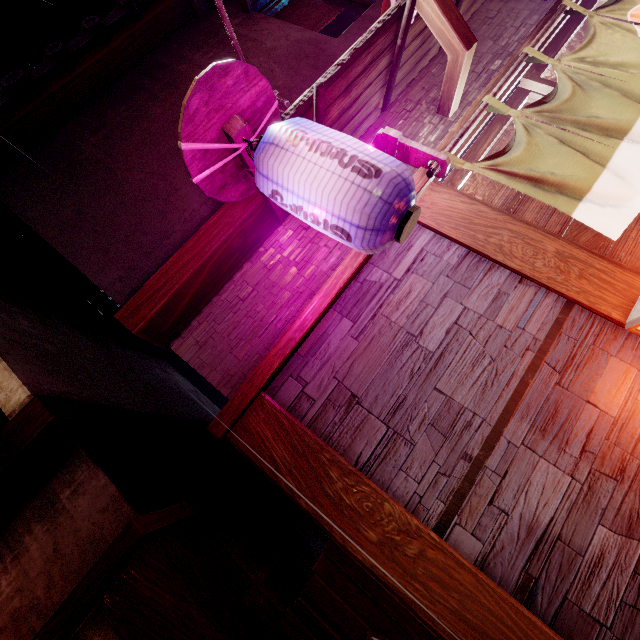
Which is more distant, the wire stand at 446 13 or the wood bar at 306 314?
the wire stand at 446 13

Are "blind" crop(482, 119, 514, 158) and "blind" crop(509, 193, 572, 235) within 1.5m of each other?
yes

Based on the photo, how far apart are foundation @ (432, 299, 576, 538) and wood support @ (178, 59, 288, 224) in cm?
449

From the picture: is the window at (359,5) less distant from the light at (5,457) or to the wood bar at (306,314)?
the wood bar at (306,314)

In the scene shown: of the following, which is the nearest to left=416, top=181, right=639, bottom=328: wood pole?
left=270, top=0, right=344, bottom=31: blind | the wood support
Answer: the wood support

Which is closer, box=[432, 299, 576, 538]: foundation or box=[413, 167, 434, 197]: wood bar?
box=[432, 299, 576, 538]: foundation

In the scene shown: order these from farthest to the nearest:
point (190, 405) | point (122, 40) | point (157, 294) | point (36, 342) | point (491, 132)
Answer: point (190, 405) → point (122, 40) → point (36, 342) → point (491, 132) → point (157, 294)

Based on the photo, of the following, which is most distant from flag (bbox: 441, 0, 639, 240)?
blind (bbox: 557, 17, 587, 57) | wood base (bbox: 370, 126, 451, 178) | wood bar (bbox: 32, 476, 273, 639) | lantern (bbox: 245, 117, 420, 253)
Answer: wood bar (bbox: 32, 476, 273, 639)
